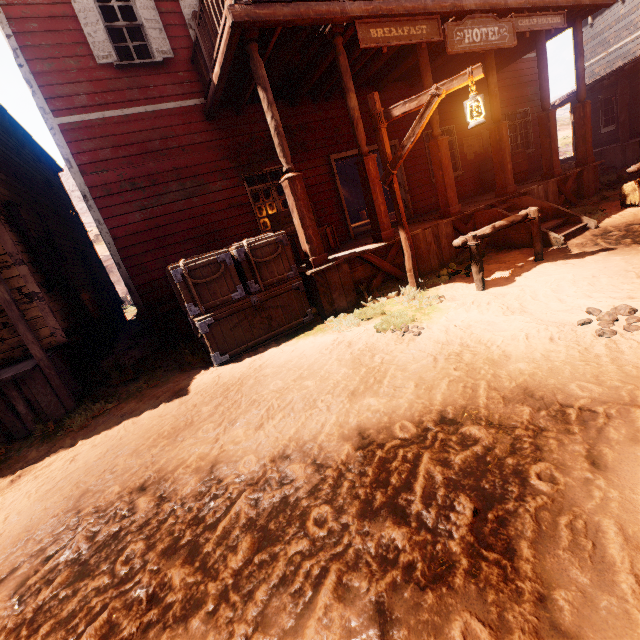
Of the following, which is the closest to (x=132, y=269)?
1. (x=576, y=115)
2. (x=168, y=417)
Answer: (x=168, y=417)

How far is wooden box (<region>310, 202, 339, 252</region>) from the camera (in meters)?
7.58

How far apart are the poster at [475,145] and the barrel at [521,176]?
0.2 meters

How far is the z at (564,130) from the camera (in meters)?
33.25

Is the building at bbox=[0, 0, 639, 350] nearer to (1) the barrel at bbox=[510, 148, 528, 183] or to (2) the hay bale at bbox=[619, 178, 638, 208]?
(1) the barrel at bbox=[510, 148, 528, 183]

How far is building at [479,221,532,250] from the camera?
6.5m

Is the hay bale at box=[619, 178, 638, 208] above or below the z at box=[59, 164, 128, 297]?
below

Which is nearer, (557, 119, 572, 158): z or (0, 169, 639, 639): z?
(0, 169, 639, 639): z
